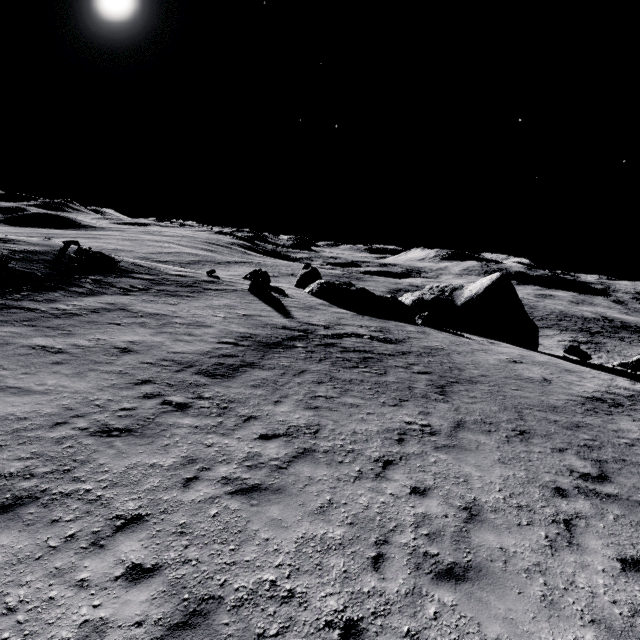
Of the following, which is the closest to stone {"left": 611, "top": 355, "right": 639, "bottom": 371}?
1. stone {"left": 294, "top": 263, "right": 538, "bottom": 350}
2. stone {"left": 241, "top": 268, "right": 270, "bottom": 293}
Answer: stone {"left": 294, "top": 263, "right": 538, "bottom": 350}

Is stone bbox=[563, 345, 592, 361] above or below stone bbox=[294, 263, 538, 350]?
below

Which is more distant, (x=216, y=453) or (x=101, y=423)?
(x=101, y=423)

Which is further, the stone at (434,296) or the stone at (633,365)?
the stone at (434,296)

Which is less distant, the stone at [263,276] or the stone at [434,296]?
the stone at [263,276]

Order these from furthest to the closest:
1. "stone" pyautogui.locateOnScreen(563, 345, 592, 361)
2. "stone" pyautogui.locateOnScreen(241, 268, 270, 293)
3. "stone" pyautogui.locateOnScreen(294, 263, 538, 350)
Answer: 1. "stone" pyautogui.locateOnScreen(294, 263, 538, 350)
2. "stone" pyautogui.locateOnScreen(563, 345, 592, 361)
3. "stone" pyautogui.locateOnScreen(241, 268, 270, 293)

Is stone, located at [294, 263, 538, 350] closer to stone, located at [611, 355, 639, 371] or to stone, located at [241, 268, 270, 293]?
stone, located at [611, 355, 639, 371]

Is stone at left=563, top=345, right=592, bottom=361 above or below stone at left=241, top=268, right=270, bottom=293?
below
